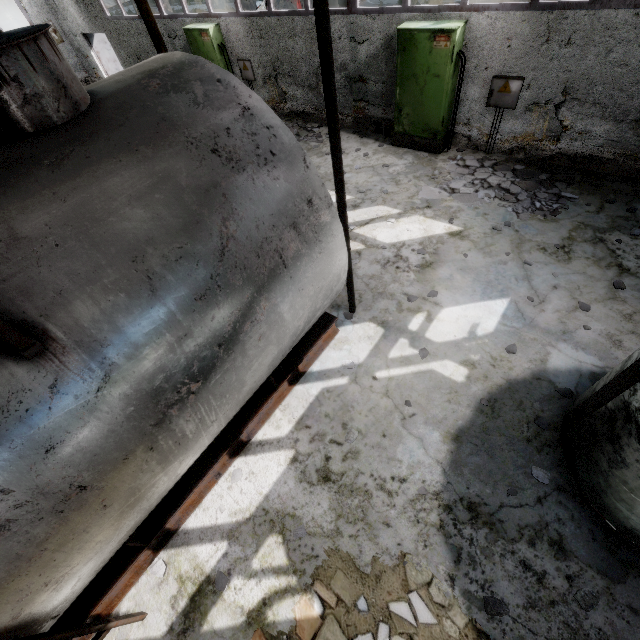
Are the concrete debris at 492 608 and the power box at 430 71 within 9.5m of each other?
yes

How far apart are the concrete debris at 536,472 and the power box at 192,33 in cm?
1341

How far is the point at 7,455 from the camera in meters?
1.9

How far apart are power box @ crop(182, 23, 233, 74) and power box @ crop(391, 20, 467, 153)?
6.11m

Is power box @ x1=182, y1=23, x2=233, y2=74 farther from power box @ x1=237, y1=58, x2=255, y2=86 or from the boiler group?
the boiler group

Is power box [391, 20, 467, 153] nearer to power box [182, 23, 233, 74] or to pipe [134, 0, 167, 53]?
power box [182, 23, 233, 74]

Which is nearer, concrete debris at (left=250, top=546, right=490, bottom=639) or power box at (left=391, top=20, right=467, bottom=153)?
concrete debris at (left=250, top=546, right=490, bottom=639)

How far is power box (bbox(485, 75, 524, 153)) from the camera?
6.7 meters
